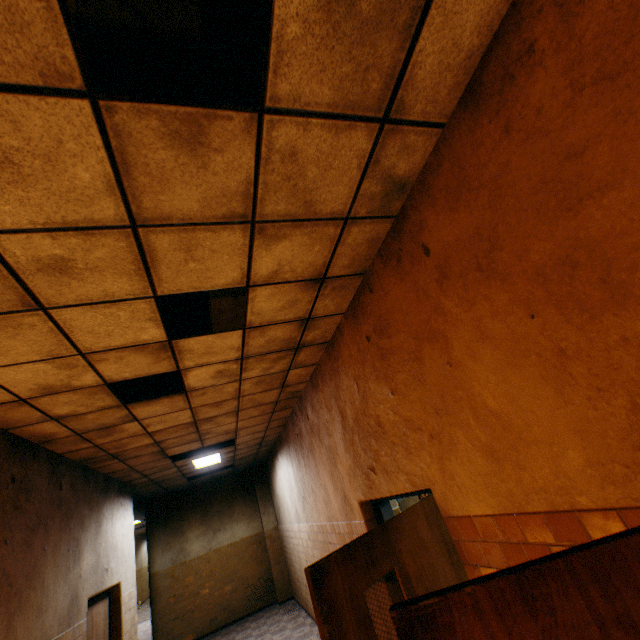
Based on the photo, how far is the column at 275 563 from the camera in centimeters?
990cm

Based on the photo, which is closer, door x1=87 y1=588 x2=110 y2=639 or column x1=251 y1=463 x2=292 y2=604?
door x1=87 y1=588 x2=110 y2=639

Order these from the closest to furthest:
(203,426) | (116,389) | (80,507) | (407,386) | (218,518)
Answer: (407,386)
(116,389)
(80,507)
(203,426)
(218,518)

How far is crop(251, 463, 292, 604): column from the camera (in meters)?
9.90

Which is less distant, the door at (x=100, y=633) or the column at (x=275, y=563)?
the door at (x=100, y=633)
